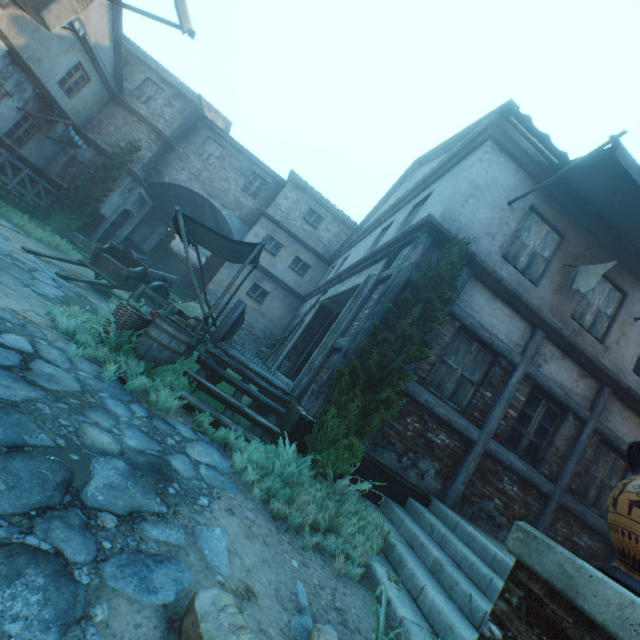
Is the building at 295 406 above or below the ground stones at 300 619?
above

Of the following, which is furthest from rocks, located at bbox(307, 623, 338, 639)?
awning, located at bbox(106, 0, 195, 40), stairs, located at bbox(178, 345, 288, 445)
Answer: awning, located at bbox(106, 0, 195, 40)

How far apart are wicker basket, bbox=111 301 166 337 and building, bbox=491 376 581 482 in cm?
598

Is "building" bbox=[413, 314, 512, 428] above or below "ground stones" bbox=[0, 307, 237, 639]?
above

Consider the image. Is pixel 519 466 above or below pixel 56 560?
above

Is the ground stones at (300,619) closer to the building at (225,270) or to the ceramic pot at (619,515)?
the building at (225,270)

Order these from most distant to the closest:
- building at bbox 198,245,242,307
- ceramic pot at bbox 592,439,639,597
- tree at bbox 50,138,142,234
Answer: building at bbox 198,245,242,307 → tree at bbox 50,138,142,234 → ceramic pot at bbox 592,439,639,597

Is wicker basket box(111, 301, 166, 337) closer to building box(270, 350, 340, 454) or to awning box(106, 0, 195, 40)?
building box(270, 350, 340, 454)
